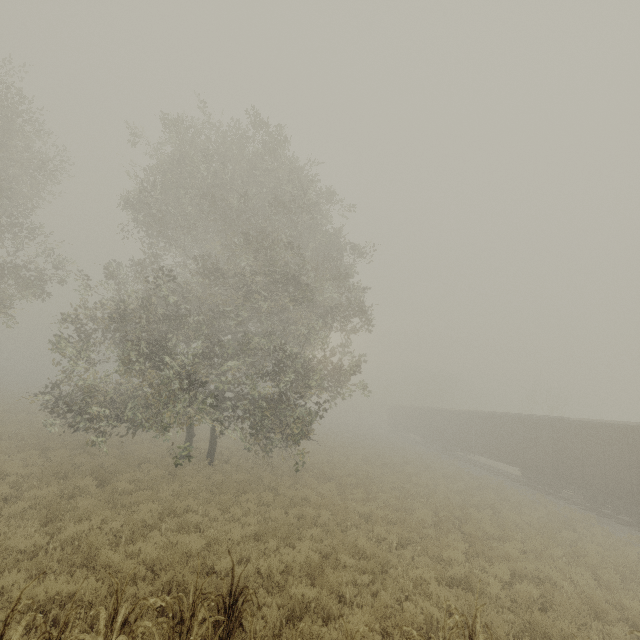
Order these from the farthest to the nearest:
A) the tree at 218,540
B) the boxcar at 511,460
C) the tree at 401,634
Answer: the boxcar at 511,460 → the tree at 218,540 → the tree at 401,634

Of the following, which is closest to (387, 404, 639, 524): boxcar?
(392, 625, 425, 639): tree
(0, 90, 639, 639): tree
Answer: (392, 625, 425, 639): tree

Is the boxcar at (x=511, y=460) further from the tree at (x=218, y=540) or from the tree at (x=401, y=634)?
the tree at (x=218, y=540)

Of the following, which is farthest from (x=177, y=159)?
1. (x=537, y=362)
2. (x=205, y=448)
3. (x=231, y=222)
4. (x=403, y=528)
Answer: (x=537, y=362)

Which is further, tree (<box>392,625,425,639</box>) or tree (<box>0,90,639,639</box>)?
tree (<box>0,90,639,639</box>)

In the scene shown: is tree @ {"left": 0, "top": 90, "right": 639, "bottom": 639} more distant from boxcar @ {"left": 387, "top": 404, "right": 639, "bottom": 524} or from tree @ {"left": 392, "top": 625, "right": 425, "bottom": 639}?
boxcar @ {"left": 387, "top": 404, "right": 639, "bottom": 524}

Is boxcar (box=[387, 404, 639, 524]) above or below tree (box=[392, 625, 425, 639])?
above
